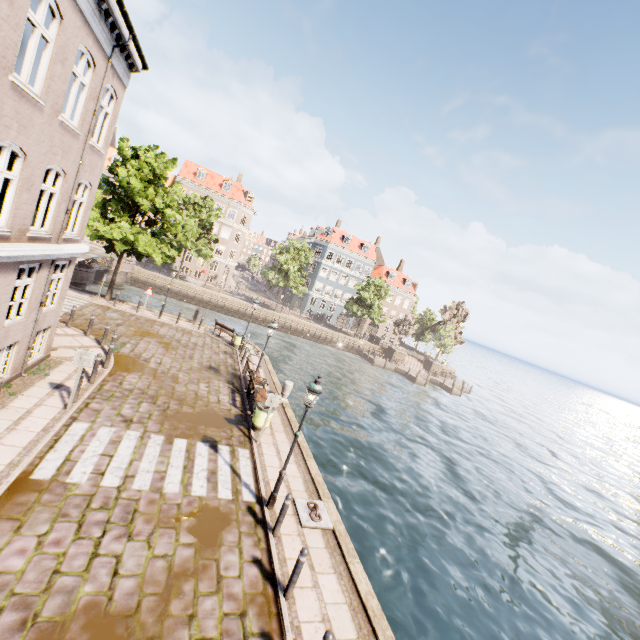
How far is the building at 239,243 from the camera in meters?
49.3

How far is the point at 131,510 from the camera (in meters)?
7.19

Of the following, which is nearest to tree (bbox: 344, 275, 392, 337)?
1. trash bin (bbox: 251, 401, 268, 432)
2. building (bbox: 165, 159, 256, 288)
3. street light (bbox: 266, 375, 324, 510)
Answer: building (bbox: 165, 159, 256, 288)

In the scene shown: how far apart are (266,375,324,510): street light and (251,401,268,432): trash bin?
3.66m

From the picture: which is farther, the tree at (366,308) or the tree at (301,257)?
the tree at (366,308)

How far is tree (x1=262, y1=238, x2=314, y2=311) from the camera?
44.1 meters

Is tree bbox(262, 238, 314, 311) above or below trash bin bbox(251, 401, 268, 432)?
above

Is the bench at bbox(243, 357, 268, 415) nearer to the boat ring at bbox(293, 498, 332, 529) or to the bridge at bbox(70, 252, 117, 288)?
the boat ring at bbox(293, 498, 332, 529)
